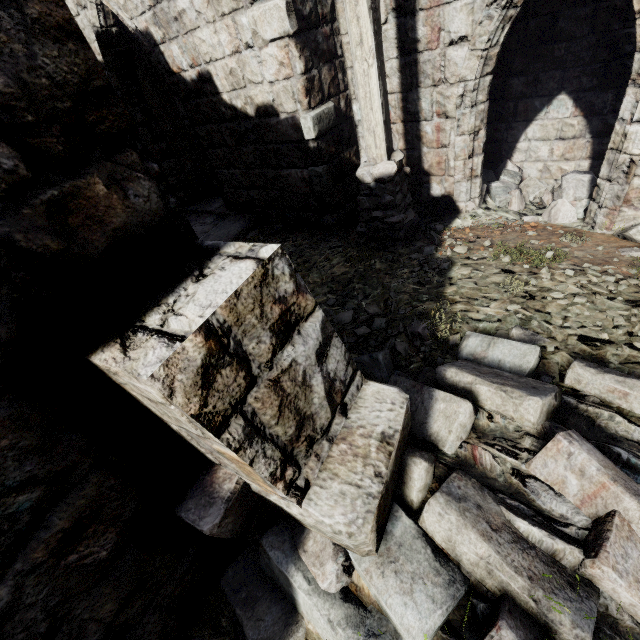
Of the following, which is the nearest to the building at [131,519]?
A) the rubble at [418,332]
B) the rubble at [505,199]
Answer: the rubble at [418,332]

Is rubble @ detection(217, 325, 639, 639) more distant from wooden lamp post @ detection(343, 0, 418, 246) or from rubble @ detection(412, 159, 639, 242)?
rubble @ detection(412, 159, 639, 242)

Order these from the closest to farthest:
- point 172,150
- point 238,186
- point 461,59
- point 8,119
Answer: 1. point 8,119
2. point 461,59
3. point 238,186
4. point 172,150

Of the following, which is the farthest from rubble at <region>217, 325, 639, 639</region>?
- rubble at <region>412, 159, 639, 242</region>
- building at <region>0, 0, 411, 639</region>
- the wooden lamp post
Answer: rubble at <region>412, 159, 639, 242</region>

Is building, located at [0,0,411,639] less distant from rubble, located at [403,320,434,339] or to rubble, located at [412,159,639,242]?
rubble, located at [403,320,434,339]

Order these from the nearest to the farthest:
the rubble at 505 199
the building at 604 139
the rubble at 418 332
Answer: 1. the rubble at 418 332
2. the building at 604 139
3. the rubble at 505 199

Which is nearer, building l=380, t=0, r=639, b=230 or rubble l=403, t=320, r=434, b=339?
rubble l=403, t=320, r=434, b=339
